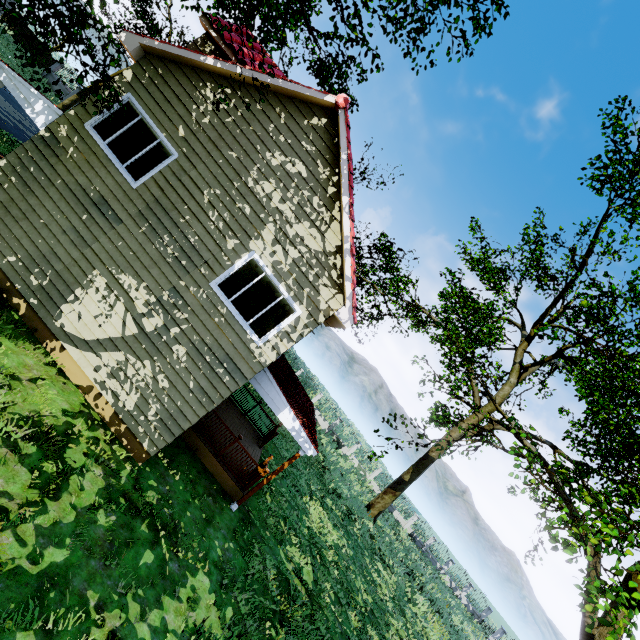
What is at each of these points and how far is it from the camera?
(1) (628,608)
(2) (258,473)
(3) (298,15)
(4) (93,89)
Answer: (1) tree, 9.75m
(2) wooden rail, 10.56m
(3) tree, 14.70m
(4) tree, 24.38m

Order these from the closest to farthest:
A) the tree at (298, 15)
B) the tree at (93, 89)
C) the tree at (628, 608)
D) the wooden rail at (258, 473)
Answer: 1. the tree at (93, 89)
2. the tree at (298, 15)
3. the tree at (628, 608)
4. the wooden rail at (258, 473)

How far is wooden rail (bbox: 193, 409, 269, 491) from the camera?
10.5m

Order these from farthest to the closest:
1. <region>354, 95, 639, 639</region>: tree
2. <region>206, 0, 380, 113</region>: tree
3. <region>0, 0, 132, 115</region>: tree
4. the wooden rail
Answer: the wooden rail < <region>354, 95, 639, 639</region>: tree < <region>206, 0, 380, 113</region>: tree < <region>0, 0, 132, 115</region>: tree

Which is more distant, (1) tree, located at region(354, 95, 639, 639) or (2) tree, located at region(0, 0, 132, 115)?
(1) tree, located at region(354, 95, 639, 639)

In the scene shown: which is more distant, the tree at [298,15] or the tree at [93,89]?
the tree at [298,15]

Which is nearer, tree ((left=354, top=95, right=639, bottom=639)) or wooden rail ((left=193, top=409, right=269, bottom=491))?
tree ((left=354, top=95, right=639, bottom=639))
